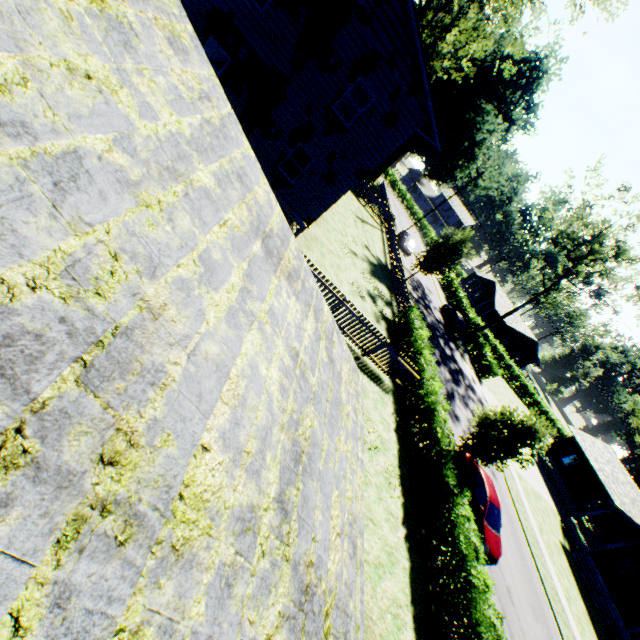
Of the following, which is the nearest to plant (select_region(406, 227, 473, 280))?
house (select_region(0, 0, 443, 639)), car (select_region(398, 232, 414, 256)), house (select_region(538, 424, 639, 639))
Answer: house (select_region(0, 0, 443, 639))

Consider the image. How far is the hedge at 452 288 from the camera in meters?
36.5 m

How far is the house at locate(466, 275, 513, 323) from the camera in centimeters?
5297cm

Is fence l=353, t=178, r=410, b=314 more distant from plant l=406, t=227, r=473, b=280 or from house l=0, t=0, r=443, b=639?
house l=0, t=0, r=443, b=639

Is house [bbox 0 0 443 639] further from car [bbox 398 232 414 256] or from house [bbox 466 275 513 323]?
house [bbox 466 275 513 323]

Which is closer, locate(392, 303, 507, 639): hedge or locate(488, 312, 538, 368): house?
locate(392, 303, 507, 639): hedge

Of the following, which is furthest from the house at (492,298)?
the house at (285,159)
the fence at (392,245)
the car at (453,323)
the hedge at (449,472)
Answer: the hedge at (449,472)

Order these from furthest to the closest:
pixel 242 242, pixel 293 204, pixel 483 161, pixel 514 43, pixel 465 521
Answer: pixel 483 161
pixel 514 43
pixel 293 204
pixel 465 521
pixel 242 242
